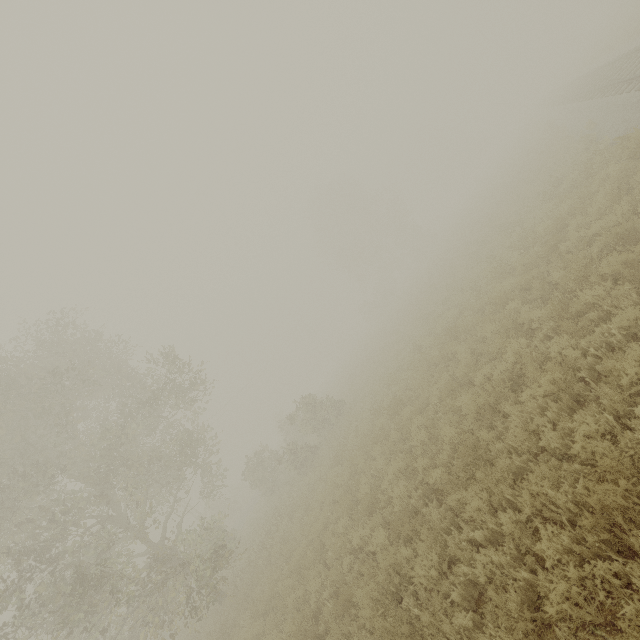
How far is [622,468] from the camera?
3.4m

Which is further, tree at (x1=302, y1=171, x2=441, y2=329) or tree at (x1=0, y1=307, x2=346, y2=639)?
tree at (x1=302, y1=171, x2=441, y2=329)

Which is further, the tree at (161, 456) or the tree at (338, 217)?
the tree at (338, 217)

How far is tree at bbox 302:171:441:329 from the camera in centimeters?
4509cm

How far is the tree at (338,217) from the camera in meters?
45.1
